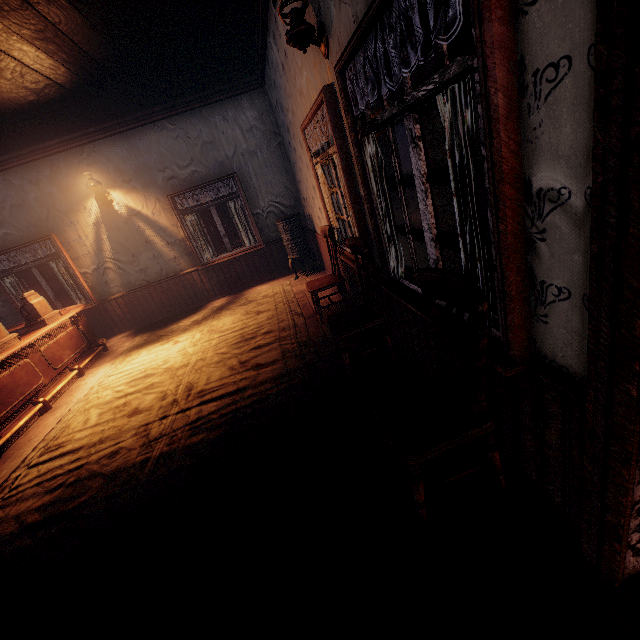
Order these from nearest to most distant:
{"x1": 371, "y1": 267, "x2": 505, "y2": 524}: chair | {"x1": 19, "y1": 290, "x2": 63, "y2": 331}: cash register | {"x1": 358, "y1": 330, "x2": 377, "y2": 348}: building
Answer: {"x1": 371, "y1": 267, "x2": 505, "y2": 524}: chair → {"x1": 358, "y1": 330, "x2": 377, "y2": 348}: building → {"x1": 19, "y1": 290, "x2": 63, "y2": 331}: cash register

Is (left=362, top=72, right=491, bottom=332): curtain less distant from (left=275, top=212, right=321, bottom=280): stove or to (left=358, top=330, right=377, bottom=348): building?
(left=358, top=330, right=377, bottom=348): building

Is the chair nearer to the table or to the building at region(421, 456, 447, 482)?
the building at region(421, 456, 447, 482)

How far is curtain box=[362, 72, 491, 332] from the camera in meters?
1.2 m

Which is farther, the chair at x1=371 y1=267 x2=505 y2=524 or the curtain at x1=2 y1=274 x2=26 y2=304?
the curtain at x1=2 y1=274 x2=26 y2=304

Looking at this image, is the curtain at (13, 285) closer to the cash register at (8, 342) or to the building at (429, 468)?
the building at (429, 468)

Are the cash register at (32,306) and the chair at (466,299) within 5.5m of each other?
no

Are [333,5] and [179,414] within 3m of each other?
no
